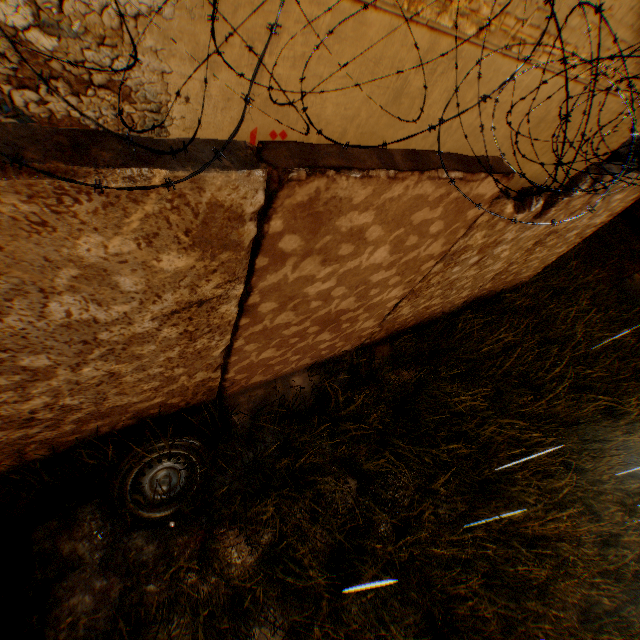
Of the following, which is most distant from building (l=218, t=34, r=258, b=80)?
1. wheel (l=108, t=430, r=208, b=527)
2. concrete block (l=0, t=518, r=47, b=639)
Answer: wheel (l=108, t=430, r=208, b=527)

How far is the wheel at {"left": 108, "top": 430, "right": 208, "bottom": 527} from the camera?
2.9 meters

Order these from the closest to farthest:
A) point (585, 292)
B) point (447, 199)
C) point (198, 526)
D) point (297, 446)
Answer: point (447, 199) < point (198, 526) < point (297, 446) < point (585, 292)

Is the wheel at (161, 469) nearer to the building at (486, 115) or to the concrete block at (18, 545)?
the concrete block at (18, 545)

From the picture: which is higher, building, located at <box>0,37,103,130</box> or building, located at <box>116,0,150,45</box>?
building, located at <box>116,0,150,45</box>

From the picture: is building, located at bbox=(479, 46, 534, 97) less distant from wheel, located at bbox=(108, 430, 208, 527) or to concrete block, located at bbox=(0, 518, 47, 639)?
concrete block, located at bbox=(0, 518, 47, 639)
